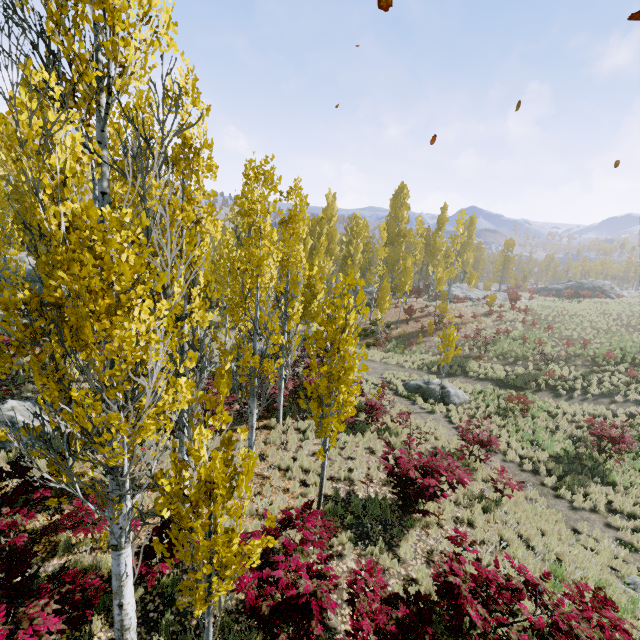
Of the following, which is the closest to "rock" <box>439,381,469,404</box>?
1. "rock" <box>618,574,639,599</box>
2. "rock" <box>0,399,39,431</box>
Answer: "rock" <box>0,399,39,431</box>

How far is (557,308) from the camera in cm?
3356

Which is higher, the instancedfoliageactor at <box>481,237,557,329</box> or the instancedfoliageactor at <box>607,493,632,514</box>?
the instancedfoliageactor at <box>481,237,557,329</box>

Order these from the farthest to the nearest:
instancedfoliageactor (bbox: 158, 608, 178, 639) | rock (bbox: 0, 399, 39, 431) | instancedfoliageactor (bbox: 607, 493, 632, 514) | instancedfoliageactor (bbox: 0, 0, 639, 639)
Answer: instancedfoliageactor (bbox: 607, 493, 632, 514), rock (bbox: 0, 399, 39, 431), instancedfoliageactor (bbox: 158, 608, 178, 639), instancedfoliageactor (bbox: 0, 0, 639, 639)

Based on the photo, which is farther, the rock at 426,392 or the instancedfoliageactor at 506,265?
the instancedfoliageactor at 506,265

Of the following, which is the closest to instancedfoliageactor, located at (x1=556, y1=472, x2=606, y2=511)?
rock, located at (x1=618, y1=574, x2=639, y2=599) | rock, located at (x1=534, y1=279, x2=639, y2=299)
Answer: rock, located at (x1=534, y1=279, x2=639, y2=299)

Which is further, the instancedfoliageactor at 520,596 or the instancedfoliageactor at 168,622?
the instancedfoliageactor at 168,622

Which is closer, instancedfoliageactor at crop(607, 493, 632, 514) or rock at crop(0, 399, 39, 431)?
rock at crop(0, 399, 39, 431)
